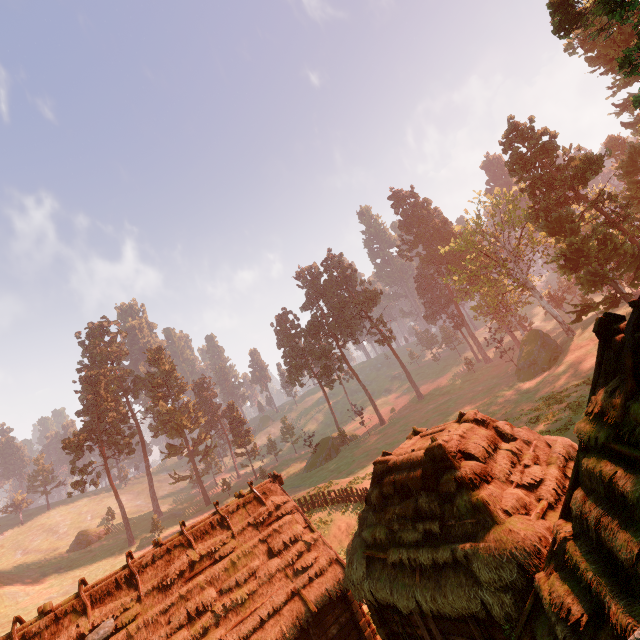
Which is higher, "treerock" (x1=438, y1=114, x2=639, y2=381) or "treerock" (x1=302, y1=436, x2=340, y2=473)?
"treerock" (x1=438, y1=114, x2=639, y2=381)

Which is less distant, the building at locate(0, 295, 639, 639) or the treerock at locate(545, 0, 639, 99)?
the building at locate(0, 295, 639, 639)

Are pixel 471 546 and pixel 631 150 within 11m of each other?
no

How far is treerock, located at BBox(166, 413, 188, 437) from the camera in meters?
59.1 m

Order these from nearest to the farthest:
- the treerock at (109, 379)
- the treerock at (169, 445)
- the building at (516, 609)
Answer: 1. the building at (516, 609)
2. the treerock at (109, 379)
3. the treerock at (169, 445)

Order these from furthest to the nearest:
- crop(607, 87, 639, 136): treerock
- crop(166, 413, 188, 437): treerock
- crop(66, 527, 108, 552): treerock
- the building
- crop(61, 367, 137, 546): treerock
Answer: crop(166, 413, 188, 437): treerock < crop(66, 527, 108, 552): treerock < crop(61, 367, 137, 546): treerock < crop(607, 87, 639, 136): treerock < the building

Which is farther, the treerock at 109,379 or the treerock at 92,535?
the treerock at 92,535
